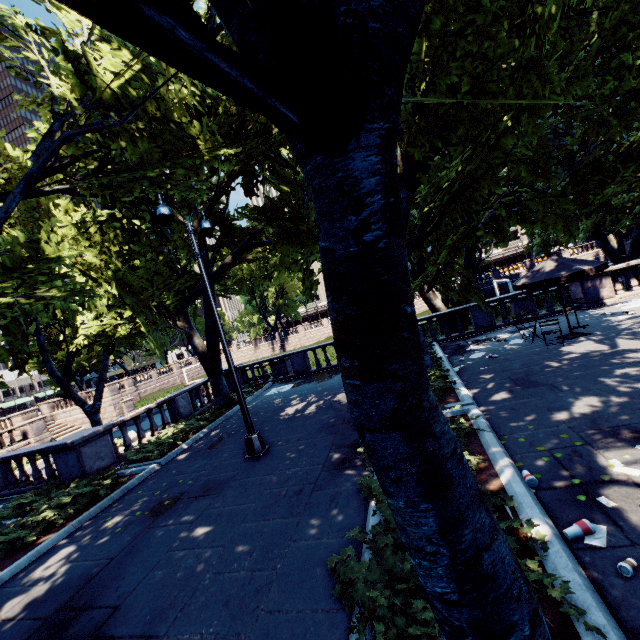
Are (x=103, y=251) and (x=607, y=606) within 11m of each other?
no

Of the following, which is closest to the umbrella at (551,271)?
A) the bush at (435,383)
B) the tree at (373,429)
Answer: the tree at (373,429)

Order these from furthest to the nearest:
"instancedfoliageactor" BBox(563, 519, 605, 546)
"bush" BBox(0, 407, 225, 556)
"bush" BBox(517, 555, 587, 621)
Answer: "bush" BBox(0, 407, 225, 556), "instancedfoliageactor" BBox(563, 519, 605, 546), "bush" BBox(517, 555, 587, 621)

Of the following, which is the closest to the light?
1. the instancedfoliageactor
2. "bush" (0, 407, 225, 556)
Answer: "bush" (0, 407, 225, 556)

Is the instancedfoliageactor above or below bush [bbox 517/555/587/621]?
below

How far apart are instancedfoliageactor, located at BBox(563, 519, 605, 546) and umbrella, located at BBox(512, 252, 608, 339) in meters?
8.8 m

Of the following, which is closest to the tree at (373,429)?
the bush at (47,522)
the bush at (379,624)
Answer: the bush at (379,624)

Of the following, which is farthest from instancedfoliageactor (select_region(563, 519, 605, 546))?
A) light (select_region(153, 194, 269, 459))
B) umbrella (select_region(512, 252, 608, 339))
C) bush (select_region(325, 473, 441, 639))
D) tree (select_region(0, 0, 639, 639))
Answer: umbrella (select_region(512, 252, 608, 339))
